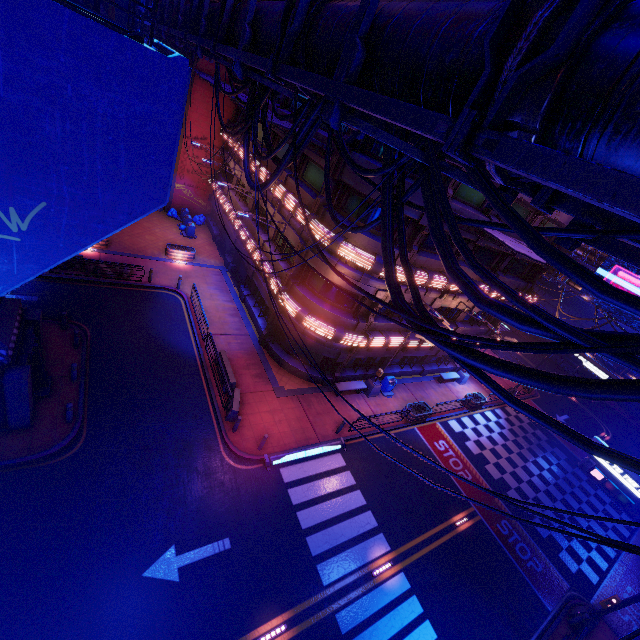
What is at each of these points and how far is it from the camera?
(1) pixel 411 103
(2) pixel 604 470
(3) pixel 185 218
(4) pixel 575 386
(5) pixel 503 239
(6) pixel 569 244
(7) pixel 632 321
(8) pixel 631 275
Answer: (1) pipe, 4.00m
(2) sign, 14.72m
(3) trash can, 30.84m
(4) cable, 2.99m
(5) awning, 14.27m
(6) pipe, 3.79m
(7) sign, 25.12m
(8) sign, 24.64m

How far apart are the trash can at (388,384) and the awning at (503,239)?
10.91m

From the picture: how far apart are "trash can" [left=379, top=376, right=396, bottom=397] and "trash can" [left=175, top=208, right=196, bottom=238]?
22.98m

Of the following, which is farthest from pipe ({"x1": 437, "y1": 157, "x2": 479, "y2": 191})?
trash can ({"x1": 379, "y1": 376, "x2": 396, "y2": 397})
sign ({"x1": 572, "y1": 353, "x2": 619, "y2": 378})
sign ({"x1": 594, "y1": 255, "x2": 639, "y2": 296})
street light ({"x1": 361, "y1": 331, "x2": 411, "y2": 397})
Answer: trash can ({"x1": 379, "y1": 376, "x2": 396, "y2": 397})

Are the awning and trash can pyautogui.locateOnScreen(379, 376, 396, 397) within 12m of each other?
yes

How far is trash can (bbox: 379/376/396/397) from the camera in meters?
23.0

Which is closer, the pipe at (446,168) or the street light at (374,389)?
the pipe at (446,168)

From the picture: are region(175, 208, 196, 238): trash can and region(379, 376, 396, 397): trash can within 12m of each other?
no
